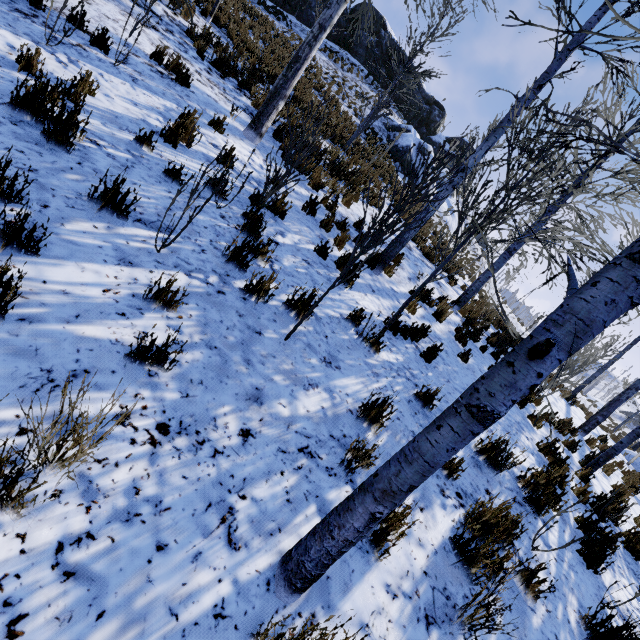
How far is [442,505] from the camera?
3.1 meters

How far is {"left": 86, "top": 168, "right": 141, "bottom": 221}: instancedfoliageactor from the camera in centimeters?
301cm

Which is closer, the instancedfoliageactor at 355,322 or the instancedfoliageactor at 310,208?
the instancedfoliageactor at 355,322

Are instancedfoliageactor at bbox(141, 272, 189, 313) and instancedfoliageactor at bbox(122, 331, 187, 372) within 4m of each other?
yes

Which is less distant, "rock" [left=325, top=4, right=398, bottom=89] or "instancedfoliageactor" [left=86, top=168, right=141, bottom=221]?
"instancedfoliageactor" [left=86, top=168, right=141, bottom=221]

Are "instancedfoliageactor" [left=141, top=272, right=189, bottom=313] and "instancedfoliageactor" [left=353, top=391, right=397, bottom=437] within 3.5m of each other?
yes

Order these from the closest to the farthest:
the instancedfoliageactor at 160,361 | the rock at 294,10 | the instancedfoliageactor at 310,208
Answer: the instancedfoliageactor at 160,361 < the instancedfoliageactor at 310,208 < the rock at 294,10

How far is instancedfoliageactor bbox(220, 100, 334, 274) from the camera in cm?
374
